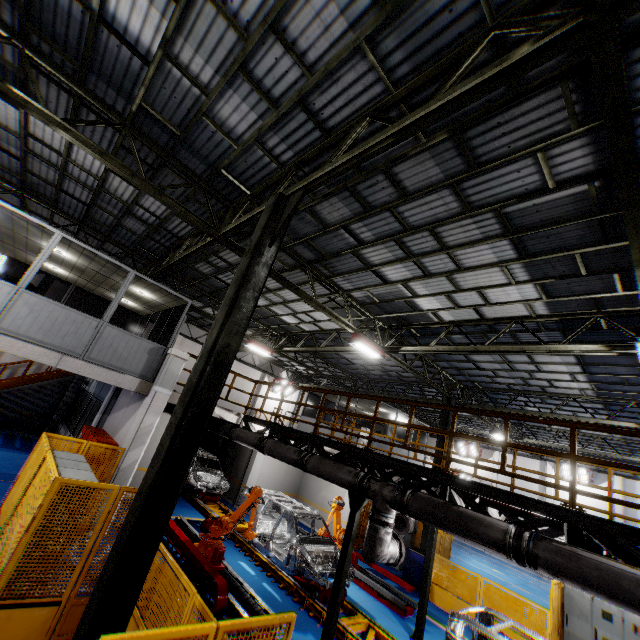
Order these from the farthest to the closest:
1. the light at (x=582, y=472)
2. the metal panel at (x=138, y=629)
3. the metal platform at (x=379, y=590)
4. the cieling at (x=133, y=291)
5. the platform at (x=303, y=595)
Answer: the light at (x=582, y=472) → the cieling at (x=133, y=291) → the metal platform at (x=379, y=590) → the platform at (x=303, y=595) → the metal panel at (x=138, y=629)

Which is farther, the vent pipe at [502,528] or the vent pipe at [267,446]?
the vent pipe at [267,446]

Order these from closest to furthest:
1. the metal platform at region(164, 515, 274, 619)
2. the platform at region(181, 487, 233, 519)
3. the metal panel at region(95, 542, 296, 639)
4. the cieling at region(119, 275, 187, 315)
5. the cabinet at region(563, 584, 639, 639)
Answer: the metal panel at region(95, 542, 296, 639)
the metal platform at region(164, 515, 274, 619)
the cabinet at region(563, 584, 639, 639)
the cieling at region(119, 275, 187, 315)
the platform at region(181, 487, 233, 519)

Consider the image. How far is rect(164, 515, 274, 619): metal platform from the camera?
6.91m

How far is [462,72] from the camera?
4.0 meters

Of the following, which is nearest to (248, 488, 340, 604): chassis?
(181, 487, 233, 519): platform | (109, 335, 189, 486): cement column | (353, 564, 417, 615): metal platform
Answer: (181, 487, 233, 519): platform

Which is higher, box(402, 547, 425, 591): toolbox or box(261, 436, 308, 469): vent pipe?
box(261, 436, 308, 469): vent pipe

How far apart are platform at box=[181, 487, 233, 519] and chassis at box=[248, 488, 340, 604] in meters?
0.0
